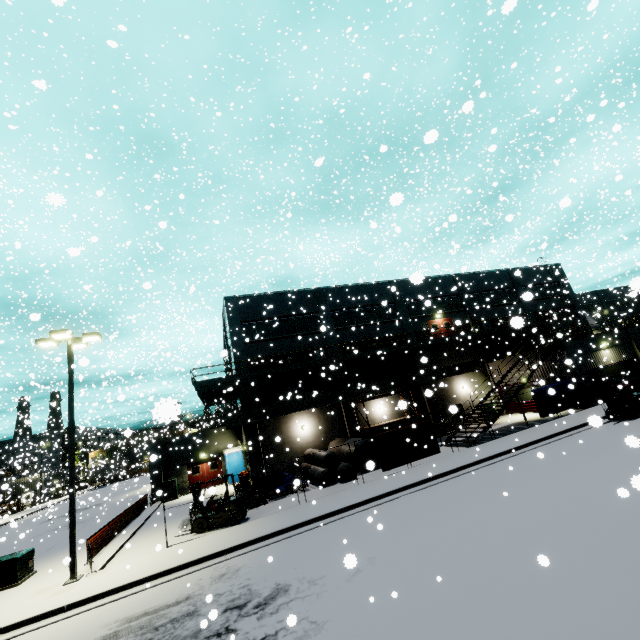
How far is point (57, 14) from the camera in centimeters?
1190cm

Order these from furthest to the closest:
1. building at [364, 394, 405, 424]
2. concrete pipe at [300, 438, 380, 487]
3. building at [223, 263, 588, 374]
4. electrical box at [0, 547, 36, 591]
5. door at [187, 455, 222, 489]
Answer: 1. door at [187, 455, 222, 489]
2. building at [223, 263, 588, 374]
3. building at [364, 394, 405, 424]
4. concrete pipe at [300, 438, 380, 487]
5. electrical box at [0, 547, 36, 591]

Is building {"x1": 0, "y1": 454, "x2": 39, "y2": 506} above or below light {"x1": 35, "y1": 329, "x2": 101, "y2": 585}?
below

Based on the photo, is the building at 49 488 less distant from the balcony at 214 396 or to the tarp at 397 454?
the balcony at 214 396

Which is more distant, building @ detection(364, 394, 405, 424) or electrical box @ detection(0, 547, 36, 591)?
building @ detection(364, 394, 405, 424)

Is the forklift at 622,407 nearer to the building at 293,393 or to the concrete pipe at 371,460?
the building at 293,393

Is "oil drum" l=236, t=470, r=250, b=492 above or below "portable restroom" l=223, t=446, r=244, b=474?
below

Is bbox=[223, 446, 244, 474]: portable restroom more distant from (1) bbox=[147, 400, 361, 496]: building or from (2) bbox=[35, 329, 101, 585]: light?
(2) bbox=[35, 329, 101, 585]: light
